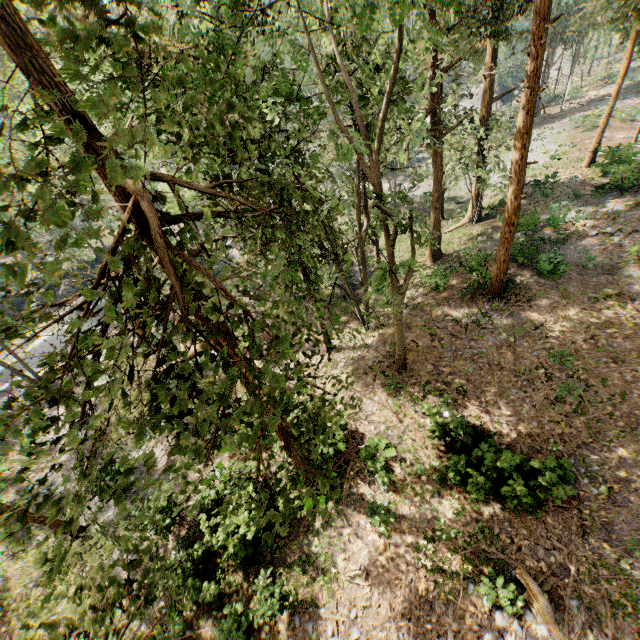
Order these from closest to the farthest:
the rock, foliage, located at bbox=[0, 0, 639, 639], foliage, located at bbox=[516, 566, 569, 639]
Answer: foliage, located at bbox=[0, 0, 639, 639]
foliage, located at bbox=[516, 566, 569, 639]
the rock

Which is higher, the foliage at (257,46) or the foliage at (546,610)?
the foliage at (257,46)

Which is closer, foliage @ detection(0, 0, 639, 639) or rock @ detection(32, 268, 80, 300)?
foliage @ detection(0, 0, 639, 639)

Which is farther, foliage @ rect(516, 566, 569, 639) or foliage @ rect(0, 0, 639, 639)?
foliage @ rect(516, 566, 569, 639)

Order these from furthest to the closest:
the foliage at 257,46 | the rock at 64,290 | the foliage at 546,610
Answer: the rock at 64,290
the foliage at 546,610
the foliage at 257,46

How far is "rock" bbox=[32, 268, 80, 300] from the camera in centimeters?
3672cm

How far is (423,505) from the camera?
12.02m
